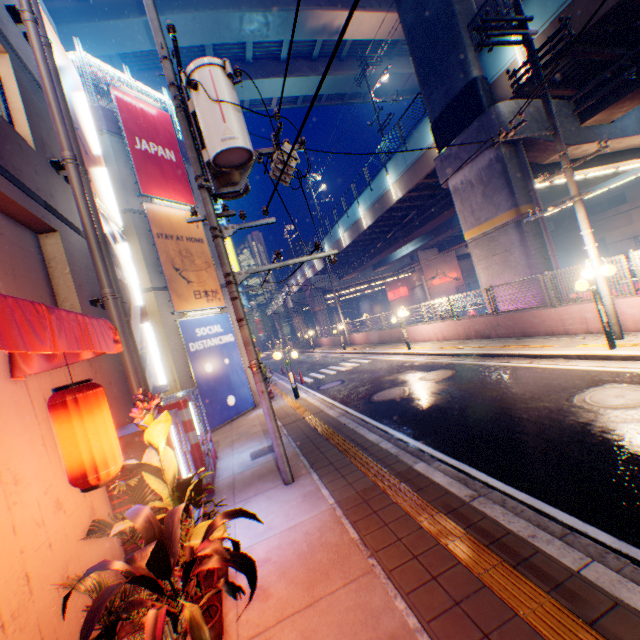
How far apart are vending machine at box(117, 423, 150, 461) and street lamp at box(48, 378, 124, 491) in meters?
1.2 m

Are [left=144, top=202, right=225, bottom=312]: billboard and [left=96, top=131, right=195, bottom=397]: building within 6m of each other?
yes

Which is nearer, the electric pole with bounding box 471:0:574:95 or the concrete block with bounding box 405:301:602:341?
the electric pole with bounding box 471:0:574:95

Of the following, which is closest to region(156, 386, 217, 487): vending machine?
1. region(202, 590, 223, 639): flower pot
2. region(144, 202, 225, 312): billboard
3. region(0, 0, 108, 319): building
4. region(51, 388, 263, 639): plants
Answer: region(0, 0, 108, 319): building

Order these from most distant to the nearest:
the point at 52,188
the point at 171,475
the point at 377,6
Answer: the point at 377,6 < the point at 52,188 < the point at 171,475

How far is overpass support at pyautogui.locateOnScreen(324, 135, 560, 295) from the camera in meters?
13.4 m

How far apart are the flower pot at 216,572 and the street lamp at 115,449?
1.6 meters

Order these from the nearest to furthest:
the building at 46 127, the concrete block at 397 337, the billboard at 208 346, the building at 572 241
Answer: the building at 46 127
the billboard at 208 346
the concrete block at 397 337
the building at 572 241
